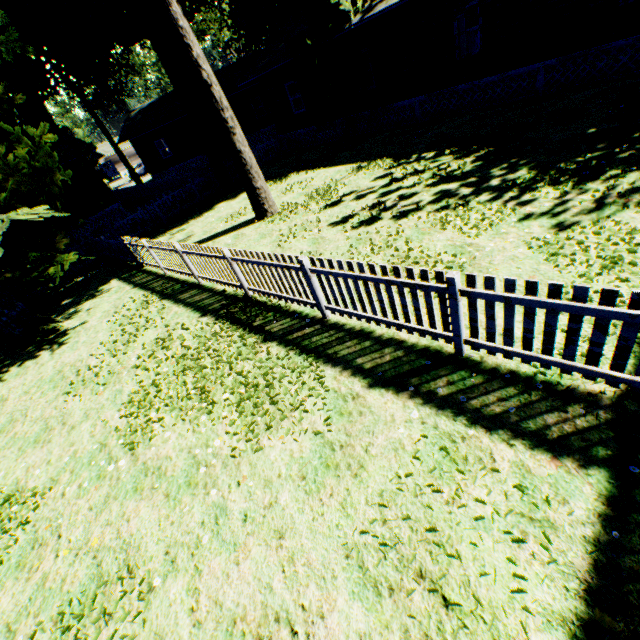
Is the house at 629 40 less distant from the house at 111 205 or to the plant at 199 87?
the plant at 199 87

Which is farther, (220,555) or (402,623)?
(220,555)

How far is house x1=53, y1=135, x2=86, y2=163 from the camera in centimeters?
2044cm

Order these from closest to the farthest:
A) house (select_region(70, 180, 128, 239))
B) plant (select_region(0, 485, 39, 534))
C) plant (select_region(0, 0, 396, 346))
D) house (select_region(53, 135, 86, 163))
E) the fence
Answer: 1. the fence
2. plant (select_region(0, 485, 39, 534))
3. plant (select_region(0, 0, 396, 346))
4. house (select_region(53, 135, 86, 163))
5. house (select_region(70, 180, 128, 239))

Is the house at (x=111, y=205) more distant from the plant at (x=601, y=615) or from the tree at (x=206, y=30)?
the tree at (x=206, y=30)

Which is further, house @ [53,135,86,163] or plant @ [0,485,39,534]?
house @ [53,135,86,163]

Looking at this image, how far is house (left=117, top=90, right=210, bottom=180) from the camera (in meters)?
29.41
